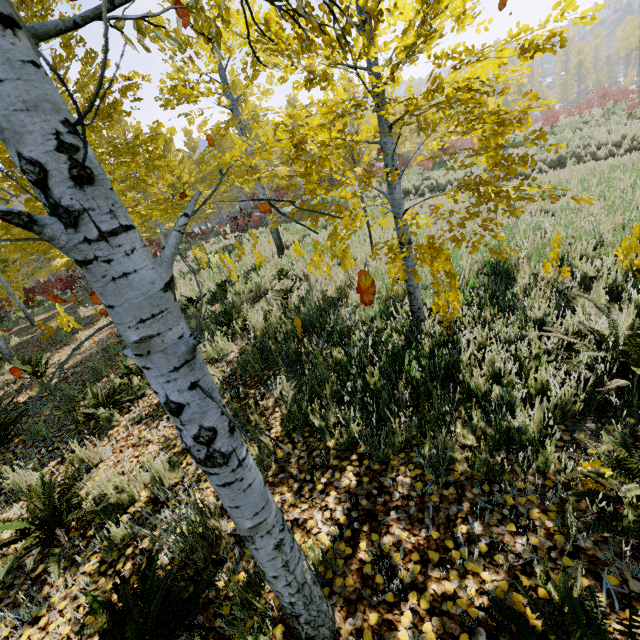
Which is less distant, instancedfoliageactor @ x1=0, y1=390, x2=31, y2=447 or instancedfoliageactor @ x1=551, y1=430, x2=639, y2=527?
instancedfoliageactor @ x1=551, y1=430, x2=639, y2=527

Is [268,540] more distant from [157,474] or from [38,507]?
[38,507]

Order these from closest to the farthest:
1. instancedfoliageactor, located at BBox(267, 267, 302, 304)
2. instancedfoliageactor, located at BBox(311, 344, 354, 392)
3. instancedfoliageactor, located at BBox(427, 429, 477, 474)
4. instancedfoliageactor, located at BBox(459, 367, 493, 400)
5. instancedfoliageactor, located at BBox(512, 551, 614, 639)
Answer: instancedfoliageactor, located at BBox(512, 551, 614, 639), instancedfoliageactor, located at BBox(427, 429, 477, 474), instancedfoliageactor, located at BBox(459, 367, 493, 400), instancedfoliageactor, located at BBox(311, 344, 354, 392), instancedfoliageactor, located at BBox(267, 267, 302, 304)

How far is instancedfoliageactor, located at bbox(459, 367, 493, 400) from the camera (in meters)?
3.10

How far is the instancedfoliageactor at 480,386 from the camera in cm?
310

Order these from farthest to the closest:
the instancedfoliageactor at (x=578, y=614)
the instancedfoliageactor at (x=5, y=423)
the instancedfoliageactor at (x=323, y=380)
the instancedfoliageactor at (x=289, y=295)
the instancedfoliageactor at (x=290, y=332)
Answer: the instancedfoliageactor at (x=289, y=295) → the instancedfoliageactor at (x=290, y=332) → the instancedfoliageactor at (x=5, y=423) → the instancedfoliageactor at (x=323, y=380) → the instancedfoliageactor at (x=578, y=614)

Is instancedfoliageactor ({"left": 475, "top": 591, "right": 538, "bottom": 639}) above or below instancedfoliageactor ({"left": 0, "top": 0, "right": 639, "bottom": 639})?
below
